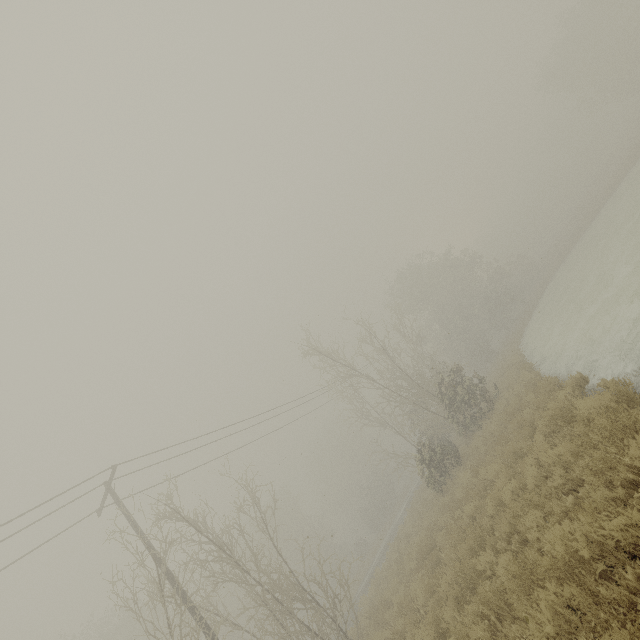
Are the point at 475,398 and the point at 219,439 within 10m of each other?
no
